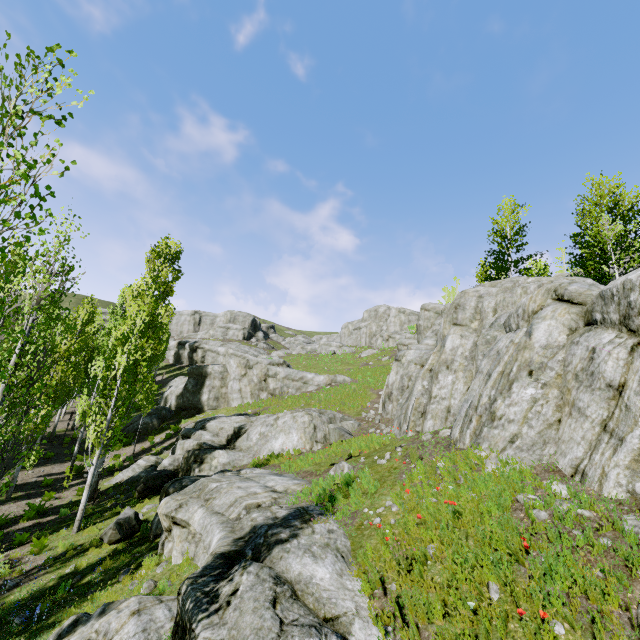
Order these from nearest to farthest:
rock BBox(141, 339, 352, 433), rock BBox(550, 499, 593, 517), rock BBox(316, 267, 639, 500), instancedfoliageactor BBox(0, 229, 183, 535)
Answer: rock BBox(550, 499, 593, 517) < rock BBox(316, 267, 639, 500) < instancedfoliageactor BBox(0, 229, 183, 535) < rock BBox(141, 339, 352, 433)

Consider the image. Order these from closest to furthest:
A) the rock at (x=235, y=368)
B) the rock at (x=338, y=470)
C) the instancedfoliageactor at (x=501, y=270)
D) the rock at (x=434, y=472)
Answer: the rock at (x=434, y=472) < the rock at (x=338, y=470) < the instancedfoliageactor at (x=501, y=270) < the rock at (x=235, y=368)

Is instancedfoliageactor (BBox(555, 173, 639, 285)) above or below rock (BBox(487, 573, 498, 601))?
above

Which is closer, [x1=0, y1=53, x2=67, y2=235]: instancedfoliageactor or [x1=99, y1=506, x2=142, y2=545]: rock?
[x1=0, y1=53, x2=67, y2=235]: instancedfoliageactor

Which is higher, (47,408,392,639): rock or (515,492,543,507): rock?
(515,492,543,507): rock

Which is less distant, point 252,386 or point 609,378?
point 609,378

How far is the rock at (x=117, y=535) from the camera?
11.3m
